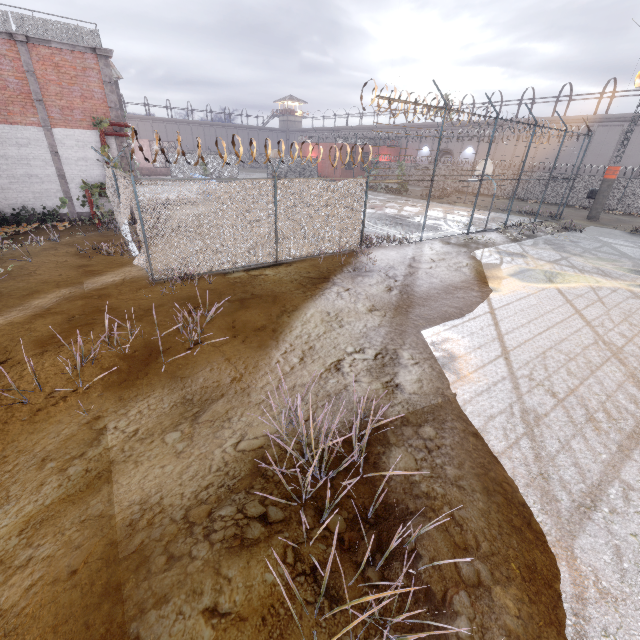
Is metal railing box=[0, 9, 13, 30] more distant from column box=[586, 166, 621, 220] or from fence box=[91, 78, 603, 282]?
column box=[586, 166, 621, 220]

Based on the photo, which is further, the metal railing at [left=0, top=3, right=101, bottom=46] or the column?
the column

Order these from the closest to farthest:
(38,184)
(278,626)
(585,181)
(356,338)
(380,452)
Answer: (278,626)
(380,452)
(356,338)
(38,184)
(585,181)

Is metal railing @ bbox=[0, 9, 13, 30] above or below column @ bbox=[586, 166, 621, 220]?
above

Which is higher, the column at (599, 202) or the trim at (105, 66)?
the trim at (105, 66)

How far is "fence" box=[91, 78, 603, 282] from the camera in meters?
9.2

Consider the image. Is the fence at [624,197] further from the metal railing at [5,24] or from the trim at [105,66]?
the metal railing at [5,24]

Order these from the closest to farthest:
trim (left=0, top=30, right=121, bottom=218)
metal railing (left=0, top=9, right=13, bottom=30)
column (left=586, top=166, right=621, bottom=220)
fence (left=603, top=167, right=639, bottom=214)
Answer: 1. metal railing (left=0, top=9, right=13, bottom=30)
2. trim (left=0, top=30, right=121, bottom=218)
3. column (left=586, top=166, right=621, bottom=220)
4. fence (left=603, top=167, right=639, bottom=214)
